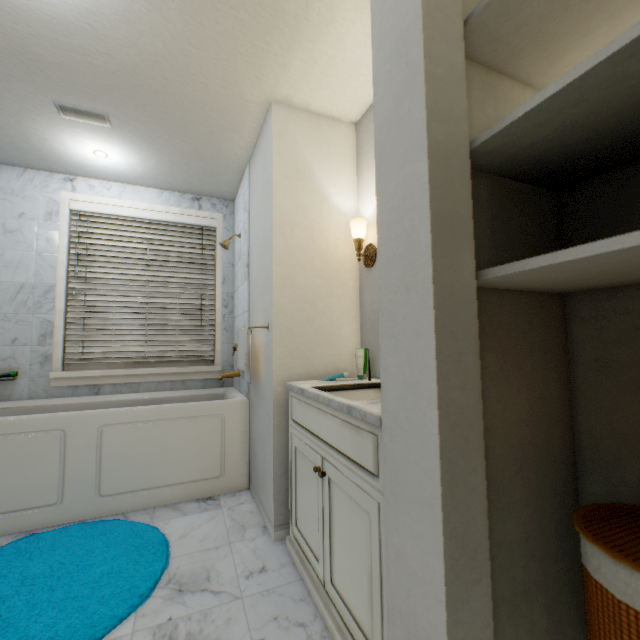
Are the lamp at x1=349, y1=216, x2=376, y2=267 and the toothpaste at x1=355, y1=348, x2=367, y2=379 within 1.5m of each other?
yes

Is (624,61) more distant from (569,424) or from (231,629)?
(231,629)

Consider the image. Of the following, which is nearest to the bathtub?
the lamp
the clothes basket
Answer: the lamp

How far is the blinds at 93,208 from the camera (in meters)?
2.74

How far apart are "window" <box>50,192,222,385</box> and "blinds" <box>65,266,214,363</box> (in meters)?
0.00

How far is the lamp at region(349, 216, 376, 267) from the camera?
1.9 meters

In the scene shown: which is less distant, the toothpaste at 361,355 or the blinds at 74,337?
the toothpaste at 361,355

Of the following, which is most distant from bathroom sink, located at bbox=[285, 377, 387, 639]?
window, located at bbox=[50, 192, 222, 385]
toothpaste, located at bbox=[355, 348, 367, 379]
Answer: window, located at bbox=[50, 192, 222, 385]
